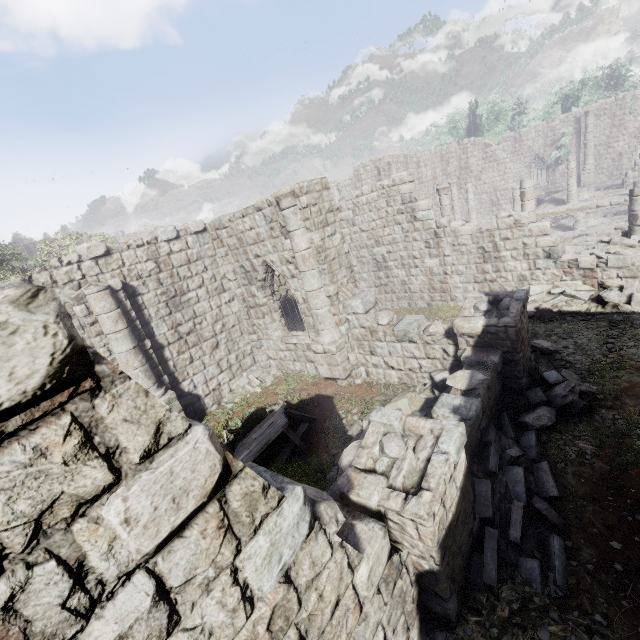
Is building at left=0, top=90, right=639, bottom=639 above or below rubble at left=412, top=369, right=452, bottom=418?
above

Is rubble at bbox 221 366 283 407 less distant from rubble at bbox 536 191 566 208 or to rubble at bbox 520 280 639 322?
rubble at bbox 520 280 639 322

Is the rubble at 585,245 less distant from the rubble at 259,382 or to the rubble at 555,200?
the rubble at 259,382

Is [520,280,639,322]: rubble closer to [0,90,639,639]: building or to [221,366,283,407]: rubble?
[0,90,639,639]: building

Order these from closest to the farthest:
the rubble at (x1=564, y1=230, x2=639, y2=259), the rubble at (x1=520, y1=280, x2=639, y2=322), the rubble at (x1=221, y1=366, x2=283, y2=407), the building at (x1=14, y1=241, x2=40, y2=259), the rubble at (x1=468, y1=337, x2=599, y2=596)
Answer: the rubble at (x1=468, y1=337, x2=599, y2=596) → the rubble at (x1=520, y1=280, x2=639, y2=322) → the rubble at (x1=564, y1=230, x2=639, y2=259) → the rubble at (x1=221, y1=366, x2=283, y2=407) → the building at (x1=14, y1=241, x2=40, y2=259)

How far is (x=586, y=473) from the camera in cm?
559

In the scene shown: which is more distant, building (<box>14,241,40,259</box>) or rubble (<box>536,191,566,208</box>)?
building (<box>14,241,40,259</box>)

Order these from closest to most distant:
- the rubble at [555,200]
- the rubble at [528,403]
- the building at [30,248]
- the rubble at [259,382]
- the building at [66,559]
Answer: the building at [66,559], the rubble at [528,403], the rubble at [259,382], the rubble at [555,200], the building at [30,248]
